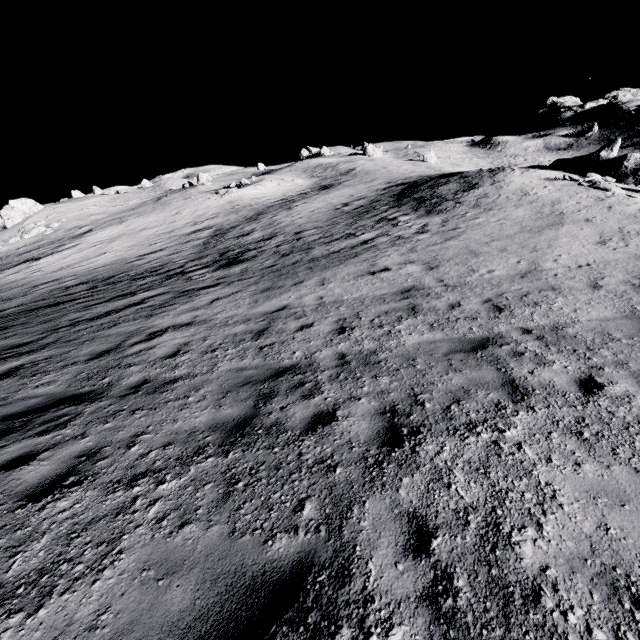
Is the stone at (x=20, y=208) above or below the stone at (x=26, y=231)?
above

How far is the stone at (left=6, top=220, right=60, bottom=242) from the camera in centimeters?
3631cm

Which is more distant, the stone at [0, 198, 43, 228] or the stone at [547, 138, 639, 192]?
the stone at [0, 198, 43, 228]

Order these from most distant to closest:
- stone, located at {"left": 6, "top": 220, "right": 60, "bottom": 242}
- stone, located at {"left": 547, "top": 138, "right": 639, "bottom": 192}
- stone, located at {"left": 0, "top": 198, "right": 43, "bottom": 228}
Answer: stone, located at {"left": 0, "top": 198, "right": 43, "bottom": 228} → stone, located at {"left": 6, "top": 220, "right": 60, "bottom": 242} → stone, located at {"left": 547, "top": 138, "right": 639, "bottom": 192}

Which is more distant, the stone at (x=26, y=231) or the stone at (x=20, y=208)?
the stone at (x=20, y=208)

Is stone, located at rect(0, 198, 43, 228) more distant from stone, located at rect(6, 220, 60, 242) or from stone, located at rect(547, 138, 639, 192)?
stone, located at rect(547, 138, 639, 192)

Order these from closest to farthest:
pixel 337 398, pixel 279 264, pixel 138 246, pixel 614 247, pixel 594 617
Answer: pixel 594 617 < pixel 337 398 < pixel 614 247 < pixel 279 264 < pixel 138 246

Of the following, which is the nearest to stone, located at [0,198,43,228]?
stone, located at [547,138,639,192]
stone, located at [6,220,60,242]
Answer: stone, located at [6,220,60,242]
